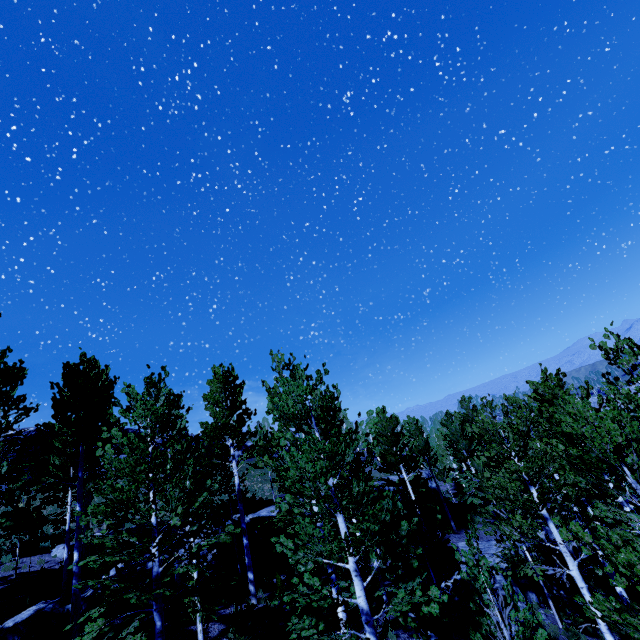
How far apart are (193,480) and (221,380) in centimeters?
868cm

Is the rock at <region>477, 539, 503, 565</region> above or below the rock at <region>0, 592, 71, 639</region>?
below

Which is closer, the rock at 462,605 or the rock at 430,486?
the rock at 462,605

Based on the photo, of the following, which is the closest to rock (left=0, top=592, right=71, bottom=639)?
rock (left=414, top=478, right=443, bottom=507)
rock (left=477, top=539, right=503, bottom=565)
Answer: rock (left=414, top=478, right=443, bottom=507)

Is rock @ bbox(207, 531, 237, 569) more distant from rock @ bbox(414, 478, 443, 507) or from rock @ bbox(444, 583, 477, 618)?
rock @ bbox(444, 583, 477, 618)

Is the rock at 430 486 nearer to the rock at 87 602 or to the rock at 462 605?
the rock at 87 602

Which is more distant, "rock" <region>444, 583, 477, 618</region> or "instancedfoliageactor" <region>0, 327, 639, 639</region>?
"rock" <region>444, 583, 477, 618</region>

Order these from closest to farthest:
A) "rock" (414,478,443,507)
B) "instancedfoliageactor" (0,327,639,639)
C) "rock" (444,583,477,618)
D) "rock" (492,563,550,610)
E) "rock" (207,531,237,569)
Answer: "instancedfoliageactor" (0,327,639,639), "rock" (444,583,477,618), "rock" (492,563,550,610), "rock" (207,531,237,569), "rock" (414,478,443,507)
